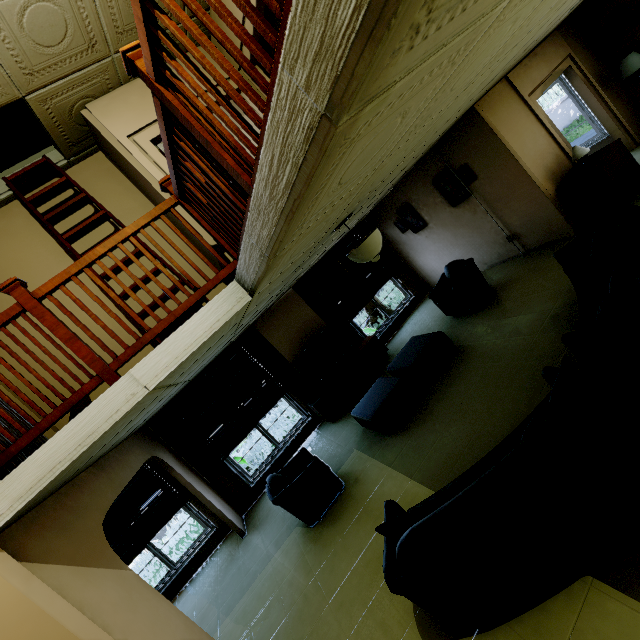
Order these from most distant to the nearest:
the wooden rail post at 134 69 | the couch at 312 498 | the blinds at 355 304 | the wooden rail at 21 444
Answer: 1. the blinds at 355 304
2. the couch at 312 498
3. the wooden rail at 21 444
4. the wooden rail post at 134 69

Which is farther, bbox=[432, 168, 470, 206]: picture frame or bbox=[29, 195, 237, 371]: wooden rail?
bbox=[432, 168, 470, 206]: picture frame

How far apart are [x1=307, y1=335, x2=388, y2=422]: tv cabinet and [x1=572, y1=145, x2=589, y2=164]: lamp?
4.79m

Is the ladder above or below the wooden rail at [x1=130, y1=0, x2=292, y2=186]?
above

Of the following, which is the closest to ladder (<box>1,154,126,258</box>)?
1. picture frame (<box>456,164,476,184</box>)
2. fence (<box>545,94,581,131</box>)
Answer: picture frame (<box>456,164,476,184</box>)

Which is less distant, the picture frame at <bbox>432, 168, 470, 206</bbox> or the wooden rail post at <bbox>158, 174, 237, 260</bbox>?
the wooden rail post at <bbox>158, 174, 237, 260</bbox>

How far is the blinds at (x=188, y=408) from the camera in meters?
6.7

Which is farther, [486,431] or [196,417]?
[196,417]
